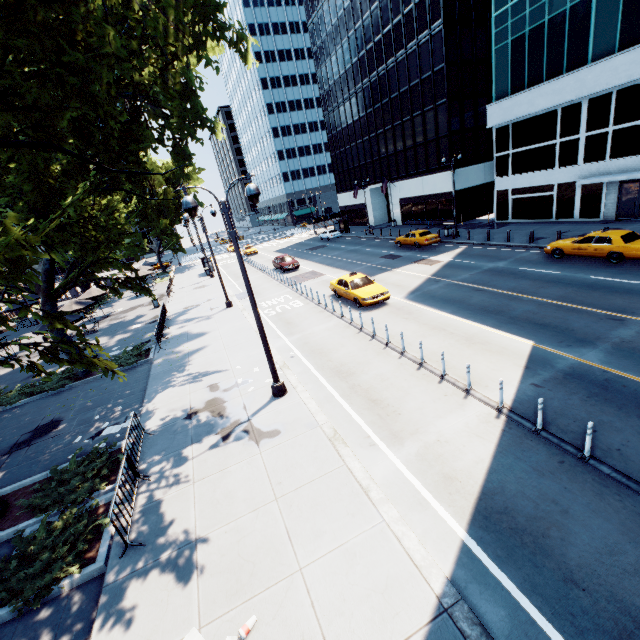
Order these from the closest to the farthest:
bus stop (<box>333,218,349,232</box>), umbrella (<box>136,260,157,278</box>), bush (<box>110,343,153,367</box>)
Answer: bush (<box>110,343,153,367</box>), umbrella (<box>136,260,157,278</box>), bus stop (<box>333,218,349,232</box>)

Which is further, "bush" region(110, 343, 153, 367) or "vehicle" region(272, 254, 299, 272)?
"vehicle" region(272, 254, 299, 272)

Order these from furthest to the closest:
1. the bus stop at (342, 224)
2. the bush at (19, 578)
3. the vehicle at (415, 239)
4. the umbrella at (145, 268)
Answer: the bus stop at (342, 224) → the umbrella at (145, 268) → the vehicle at (415, 239) → the bush at (19, 578)

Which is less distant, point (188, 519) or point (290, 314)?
point (188, 519)

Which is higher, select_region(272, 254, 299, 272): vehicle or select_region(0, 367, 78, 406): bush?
select_region(272, 254, 299, 272): vehicle

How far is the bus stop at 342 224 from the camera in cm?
5143

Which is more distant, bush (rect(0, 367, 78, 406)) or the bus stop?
the bus stop

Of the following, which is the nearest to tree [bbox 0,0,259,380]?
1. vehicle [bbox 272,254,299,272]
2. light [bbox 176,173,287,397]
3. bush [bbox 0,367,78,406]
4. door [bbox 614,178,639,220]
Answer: bush [bbox 0,367,78,406]
